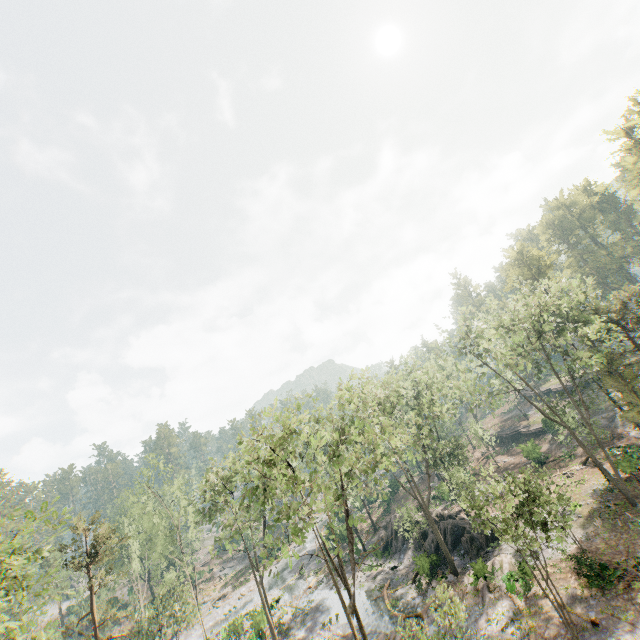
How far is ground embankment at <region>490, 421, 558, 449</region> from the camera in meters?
47.1

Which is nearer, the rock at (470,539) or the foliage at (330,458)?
the foliage at (330,458)

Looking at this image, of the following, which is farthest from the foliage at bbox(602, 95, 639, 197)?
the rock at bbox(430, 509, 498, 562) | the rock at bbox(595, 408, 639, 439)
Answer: the rock at bbox(430, 509, 498, 562)

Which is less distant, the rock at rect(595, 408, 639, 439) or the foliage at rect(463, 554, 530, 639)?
A: the foliage at rect(463, 554, 530, 639)

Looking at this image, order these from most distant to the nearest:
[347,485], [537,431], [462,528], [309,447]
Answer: [537,431], [462,528], [309,447], [347,485]

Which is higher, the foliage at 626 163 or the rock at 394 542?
the foliage at 626 163

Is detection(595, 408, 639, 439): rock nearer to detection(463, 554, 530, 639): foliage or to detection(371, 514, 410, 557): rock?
detection(463, 554, 530, 639): foliage
